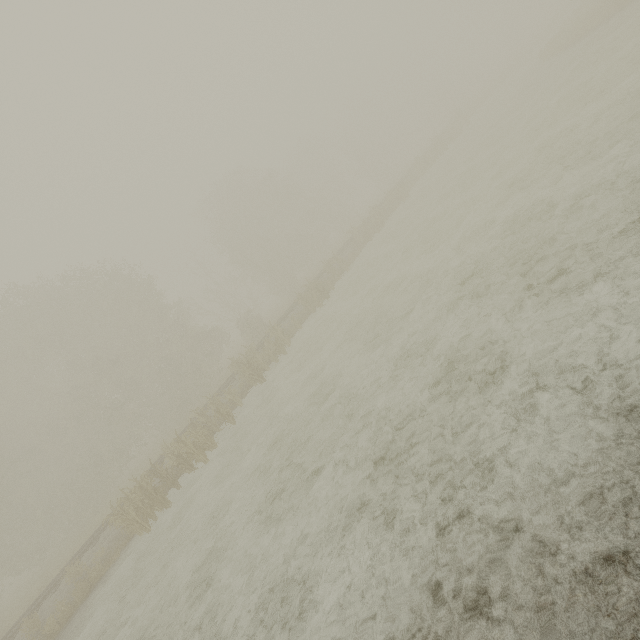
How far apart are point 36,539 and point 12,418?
9.65m

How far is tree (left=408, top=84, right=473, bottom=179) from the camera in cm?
3192

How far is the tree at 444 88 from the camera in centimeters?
3192cm
